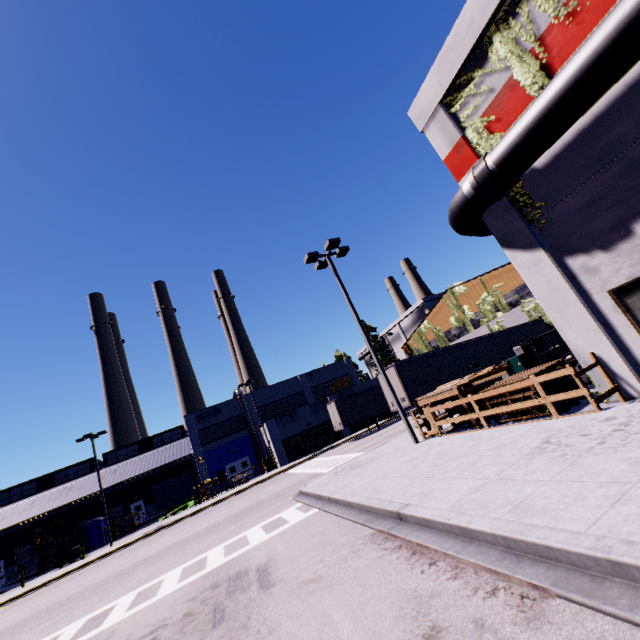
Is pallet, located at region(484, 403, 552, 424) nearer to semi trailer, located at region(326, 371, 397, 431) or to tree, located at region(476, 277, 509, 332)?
semi trailer, located at region(326, 371, 397, 431)

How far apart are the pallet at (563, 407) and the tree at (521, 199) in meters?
4.2

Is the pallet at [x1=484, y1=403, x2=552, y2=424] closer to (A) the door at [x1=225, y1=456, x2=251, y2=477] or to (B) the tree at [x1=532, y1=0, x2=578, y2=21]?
(B) the tree at [x1=532, y1=0, x2=578, y2=21]

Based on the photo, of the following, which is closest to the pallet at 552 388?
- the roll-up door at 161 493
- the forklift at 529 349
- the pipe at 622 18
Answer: the forklift at 529 349

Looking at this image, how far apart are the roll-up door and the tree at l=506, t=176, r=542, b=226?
49.0 meters

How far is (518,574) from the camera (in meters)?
3.74

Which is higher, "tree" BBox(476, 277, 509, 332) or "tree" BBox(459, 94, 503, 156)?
"tree" BBox(459, 94, 503, 156)

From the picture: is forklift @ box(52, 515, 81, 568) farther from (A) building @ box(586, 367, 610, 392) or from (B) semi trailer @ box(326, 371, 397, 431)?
(B) semi trailer @ box(326, 371, 397, 431)
